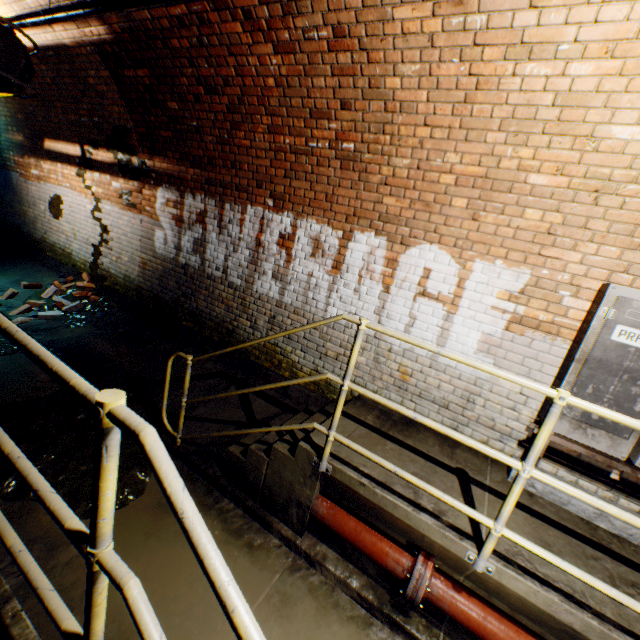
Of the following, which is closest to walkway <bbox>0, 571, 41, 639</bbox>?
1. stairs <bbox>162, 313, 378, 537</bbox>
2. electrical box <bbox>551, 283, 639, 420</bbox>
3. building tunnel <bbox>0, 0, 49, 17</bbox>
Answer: building tunnel <bbox>0, 0, 49, 17</bbox>

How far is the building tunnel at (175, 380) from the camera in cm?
401

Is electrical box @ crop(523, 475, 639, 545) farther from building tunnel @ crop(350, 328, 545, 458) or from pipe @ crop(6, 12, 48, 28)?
pipe @ crop(6, 12, 48, 28)

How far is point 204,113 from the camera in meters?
4.2

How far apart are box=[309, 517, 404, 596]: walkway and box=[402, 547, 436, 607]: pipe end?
0.0 meters

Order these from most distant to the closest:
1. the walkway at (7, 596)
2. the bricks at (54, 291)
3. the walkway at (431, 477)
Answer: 1. the bricks at (54, 291)
2. the walkway at (431, 477)
3. the walkway at (7, 596)

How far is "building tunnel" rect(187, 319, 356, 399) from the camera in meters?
4.1

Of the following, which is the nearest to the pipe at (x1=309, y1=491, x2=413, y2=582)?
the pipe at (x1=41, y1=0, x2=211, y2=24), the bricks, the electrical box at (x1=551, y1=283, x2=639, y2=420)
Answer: the electrical box at (x1=551, y1=283, x2=639, y2=420)
